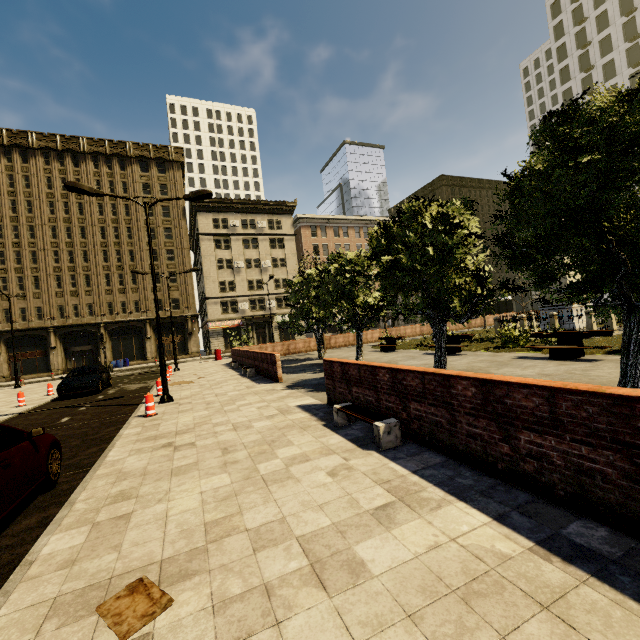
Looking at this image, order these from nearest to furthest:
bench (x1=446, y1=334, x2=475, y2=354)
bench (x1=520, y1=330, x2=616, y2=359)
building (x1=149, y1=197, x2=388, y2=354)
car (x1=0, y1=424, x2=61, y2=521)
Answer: car (x1=0, y1=424, x2=61, y2=521), bench (x1=520, y1=330, x2=616, y2=359), bench (x1=446, y1=334, x2=475, y2=354), building (x1=149, y1=197, x2=388, y2=354)

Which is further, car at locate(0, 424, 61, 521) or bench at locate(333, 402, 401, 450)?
bench at locate(333, 402, 401, 450)

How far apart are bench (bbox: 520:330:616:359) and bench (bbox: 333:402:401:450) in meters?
8.8

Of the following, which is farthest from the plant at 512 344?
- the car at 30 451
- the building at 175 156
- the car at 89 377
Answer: the building at 175 156

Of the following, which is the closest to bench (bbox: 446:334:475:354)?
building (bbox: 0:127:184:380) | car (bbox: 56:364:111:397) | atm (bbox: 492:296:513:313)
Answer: atm (bbox: 492:296:513:313)

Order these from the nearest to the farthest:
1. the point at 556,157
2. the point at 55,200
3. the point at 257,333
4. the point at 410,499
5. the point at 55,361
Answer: the point at 410,499 < the point at 556,157 < the point at 55,361 < the point at 55,200 < the point at 257,333

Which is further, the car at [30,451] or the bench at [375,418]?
the bench at [375,418]

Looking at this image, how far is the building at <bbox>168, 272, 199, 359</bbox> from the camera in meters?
43.1 m
